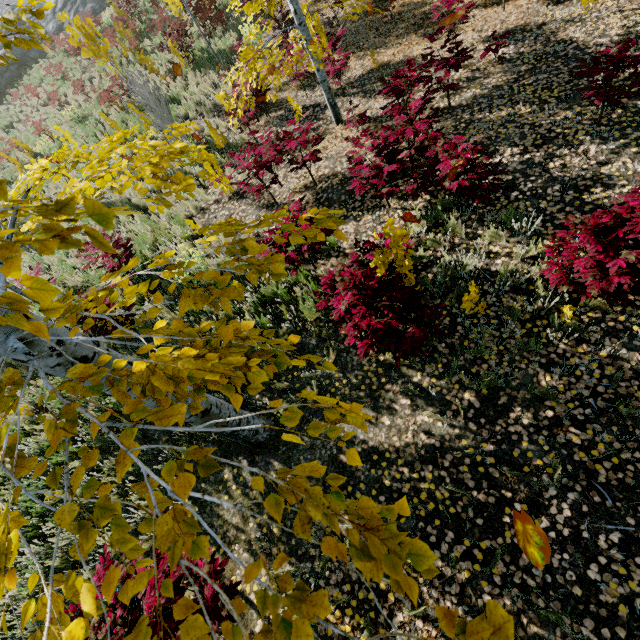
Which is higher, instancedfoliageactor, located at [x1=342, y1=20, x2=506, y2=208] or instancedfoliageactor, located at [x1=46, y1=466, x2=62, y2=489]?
instancedfoliageactor, located at [x1=46, y1=466, x2=62, y2=489]

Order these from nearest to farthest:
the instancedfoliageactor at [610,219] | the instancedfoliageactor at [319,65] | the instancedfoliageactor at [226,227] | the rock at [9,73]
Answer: the instancedfoliageactor at [226,227] → the instancedfoliageactor at [610,219] → the instancedfoliageactor at [319,65] → the rock at [9,73]

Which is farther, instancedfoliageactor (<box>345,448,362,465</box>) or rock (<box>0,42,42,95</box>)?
rock (<box>0,42,42,95</box>)

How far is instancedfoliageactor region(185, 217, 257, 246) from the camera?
1.6m

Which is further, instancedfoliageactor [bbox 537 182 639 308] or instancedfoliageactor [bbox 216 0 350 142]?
instancedfoliageactor [bbox 216 0 350 142]

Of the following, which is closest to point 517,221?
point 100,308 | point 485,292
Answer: point 485,292

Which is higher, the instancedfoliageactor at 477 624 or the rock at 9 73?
the rock at 9 73
